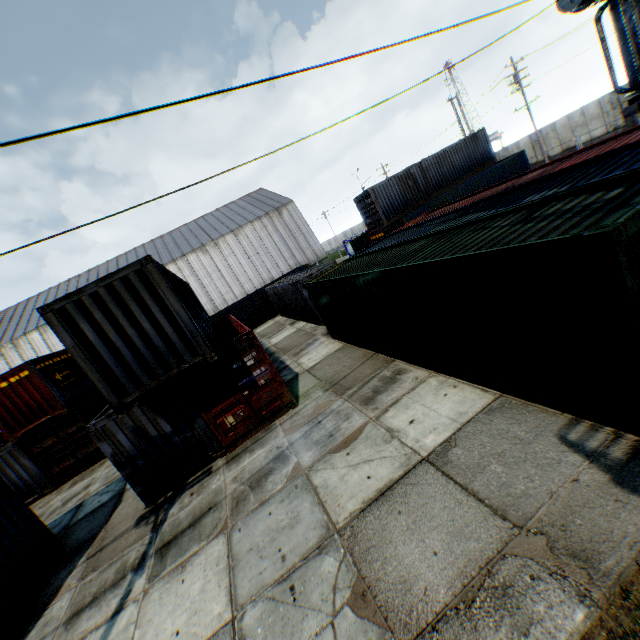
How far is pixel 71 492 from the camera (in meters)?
14.30

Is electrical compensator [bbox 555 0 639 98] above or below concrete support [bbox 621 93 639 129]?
above

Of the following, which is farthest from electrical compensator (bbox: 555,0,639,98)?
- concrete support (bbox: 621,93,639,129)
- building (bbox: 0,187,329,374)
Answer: building (bbox: 0,187,329,374)

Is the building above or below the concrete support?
above

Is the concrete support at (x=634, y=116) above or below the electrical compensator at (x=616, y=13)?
below

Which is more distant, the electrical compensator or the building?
the building

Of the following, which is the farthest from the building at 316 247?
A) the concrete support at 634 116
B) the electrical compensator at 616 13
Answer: the concrete support at 634 116

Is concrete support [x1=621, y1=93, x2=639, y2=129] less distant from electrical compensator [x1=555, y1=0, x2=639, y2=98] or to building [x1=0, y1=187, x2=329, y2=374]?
electrical compensator [x1=555, y1=0, x2=639, y2=98]
